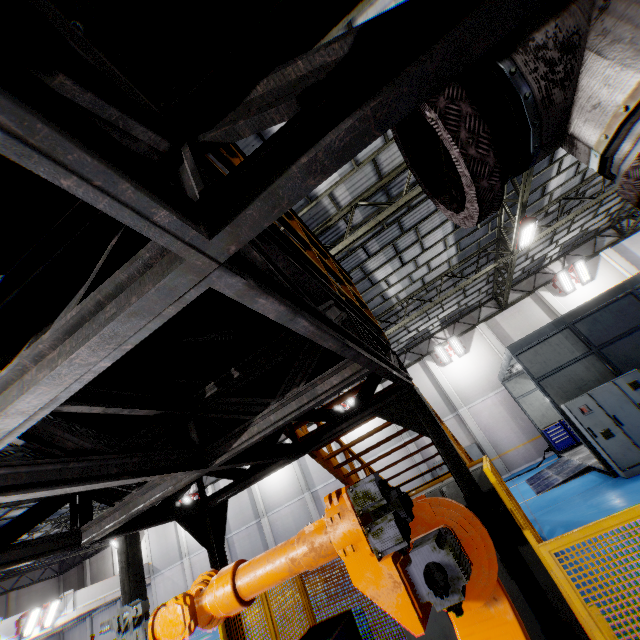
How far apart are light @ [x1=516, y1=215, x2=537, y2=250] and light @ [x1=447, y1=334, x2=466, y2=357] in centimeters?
815cm

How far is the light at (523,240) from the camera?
11.5m

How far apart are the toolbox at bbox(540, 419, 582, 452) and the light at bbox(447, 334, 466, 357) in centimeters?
575cm

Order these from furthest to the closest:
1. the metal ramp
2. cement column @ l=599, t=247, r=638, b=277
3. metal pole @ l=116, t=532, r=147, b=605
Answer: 1. cement column @ l=599, t=247, r=638, b=277
2. the metal ramp
3. metal pole @ l=116, t=532, r=147, b=605

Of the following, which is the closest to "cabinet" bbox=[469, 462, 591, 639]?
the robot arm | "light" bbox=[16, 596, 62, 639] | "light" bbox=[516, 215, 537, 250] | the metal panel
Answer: the metal panel

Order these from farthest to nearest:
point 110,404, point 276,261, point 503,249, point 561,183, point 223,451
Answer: point 503,249
point 561,183
point 223,451
point 110,404
point 276,261

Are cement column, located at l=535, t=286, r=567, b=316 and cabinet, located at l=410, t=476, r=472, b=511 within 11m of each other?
no

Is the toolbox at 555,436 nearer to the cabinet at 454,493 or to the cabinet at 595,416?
the cabinet at 595,416
